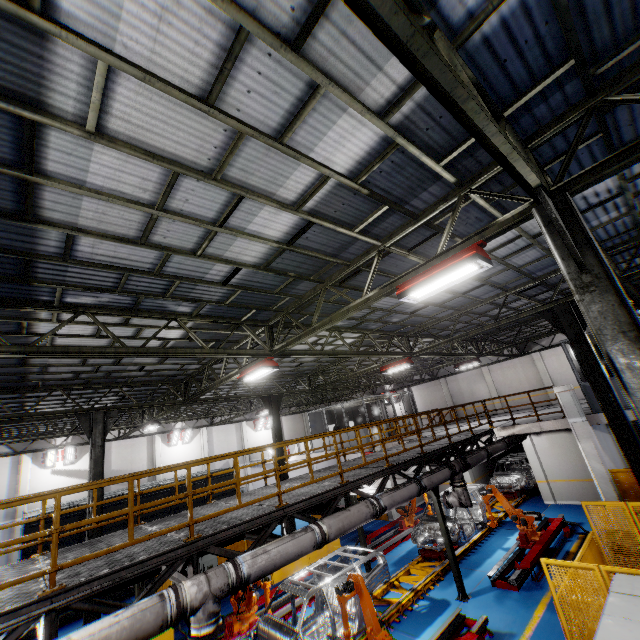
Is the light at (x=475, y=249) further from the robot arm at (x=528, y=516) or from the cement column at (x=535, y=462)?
the cement column at (x=535, y=462)

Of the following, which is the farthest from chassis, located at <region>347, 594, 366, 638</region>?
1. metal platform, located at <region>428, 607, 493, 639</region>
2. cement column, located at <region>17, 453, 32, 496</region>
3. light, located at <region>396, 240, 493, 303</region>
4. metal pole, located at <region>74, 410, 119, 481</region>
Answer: cement column, located at <region>17, 453, 32, 496</region>

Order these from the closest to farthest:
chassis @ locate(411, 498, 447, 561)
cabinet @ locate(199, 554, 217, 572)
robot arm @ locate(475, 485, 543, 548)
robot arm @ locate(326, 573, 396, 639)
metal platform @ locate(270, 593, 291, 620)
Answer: robot arm @ locate(326, 573, 396, 639) → metal platform @ locate(270, 593, 291, 620) → robot arm @ locate(475, 485, 543, 548) → chassis @ locate(411, 498, 447, 561) → cabinet @ locate(199, 554, 217, 572)

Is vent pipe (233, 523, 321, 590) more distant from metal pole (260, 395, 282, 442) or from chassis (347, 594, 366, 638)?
metal pole (260, 395, 282, 442)

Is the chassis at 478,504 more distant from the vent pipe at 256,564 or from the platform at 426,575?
the vent pipe at 256,564

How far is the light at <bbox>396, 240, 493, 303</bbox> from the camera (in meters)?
5.25

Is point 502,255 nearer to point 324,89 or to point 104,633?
point 324,89

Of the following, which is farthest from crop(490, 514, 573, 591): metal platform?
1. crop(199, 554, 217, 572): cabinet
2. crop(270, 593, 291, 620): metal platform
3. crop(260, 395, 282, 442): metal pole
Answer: crop(199, 554, 217, 572): cabinet
